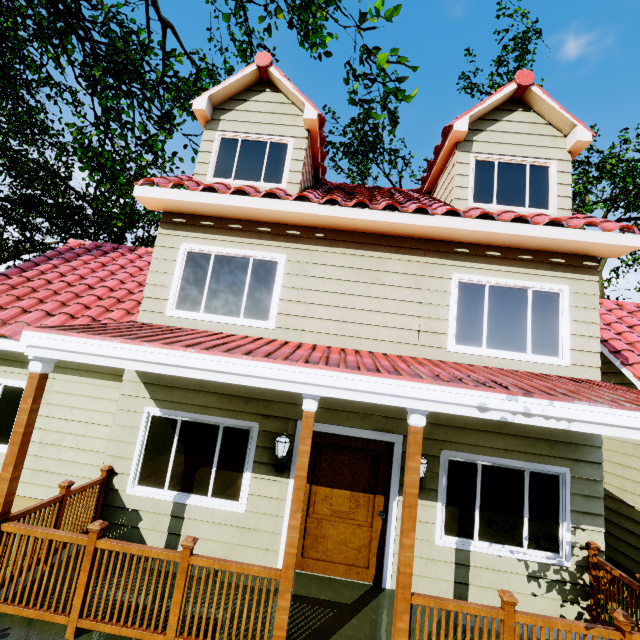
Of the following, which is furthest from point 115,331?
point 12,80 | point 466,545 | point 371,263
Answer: point 12,80

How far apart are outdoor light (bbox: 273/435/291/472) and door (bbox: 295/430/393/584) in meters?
0.3 m

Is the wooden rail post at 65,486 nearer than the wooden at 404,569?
No

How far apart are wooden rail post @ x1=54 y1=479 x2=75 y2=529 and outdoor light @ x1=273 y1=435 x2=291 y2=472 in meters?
2.9

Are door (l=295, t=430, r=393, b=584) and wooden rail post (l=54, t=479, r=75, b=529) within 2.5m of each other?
no

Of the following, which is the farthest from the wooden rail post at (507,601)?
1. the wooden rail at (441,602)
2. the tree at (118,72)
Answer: the tree at (118,72)

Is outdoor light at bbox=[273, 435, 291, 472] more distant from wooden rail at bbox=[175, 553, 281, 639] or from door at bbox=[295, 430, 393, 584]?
wooden rail at bbox=[175, 553, 281, 639]

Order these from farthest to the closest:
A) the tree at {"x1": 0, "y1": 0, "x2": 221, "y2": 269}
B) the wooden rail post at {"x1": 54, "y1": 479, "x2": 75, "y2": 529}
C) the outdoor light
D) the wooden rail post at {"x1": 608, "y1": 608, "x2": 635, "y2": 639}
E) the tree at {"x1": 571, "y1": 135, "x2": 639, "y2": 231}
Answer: the tree at {"x1": 571, "y1": 135, "x2": 639, "y2": 231}
the tree at {"x1": 0, "y1": 0, "x2": 221, "y2": 269}
the outdoor light
the wooden rail post at {"x1": 54, "y1": 479, "x2": 75, "y2": 529}
the wooden rail post at {"x1": 608, "y1": 608, "x2": 635, "y2": 639}
